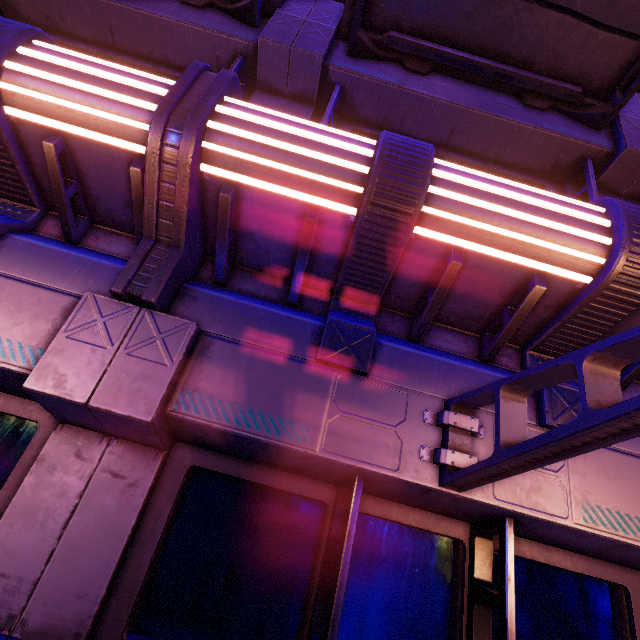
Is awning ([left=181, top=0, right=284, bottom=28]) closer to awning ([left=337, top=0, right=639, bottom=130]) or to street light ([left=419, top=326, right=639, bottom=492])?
awning ([left=337, top=0, right=639, bottom=130])

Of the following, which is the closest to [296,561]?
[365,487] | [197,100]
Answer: [365,487]

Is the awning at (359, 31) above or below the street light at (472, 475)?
above

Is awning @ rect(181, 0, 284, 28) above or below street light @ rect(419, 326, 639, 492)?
above

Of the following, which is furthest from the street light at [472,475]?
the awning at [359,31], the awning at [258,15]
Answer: the awning at [258,15]

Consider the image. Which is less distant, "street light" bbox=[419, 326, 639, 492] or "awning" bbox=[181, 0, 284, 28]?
"street light" bbox=[419, 326, 639, 492]

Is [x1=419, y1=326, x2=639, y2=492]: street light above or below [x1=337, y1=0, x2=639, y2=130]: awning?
below
